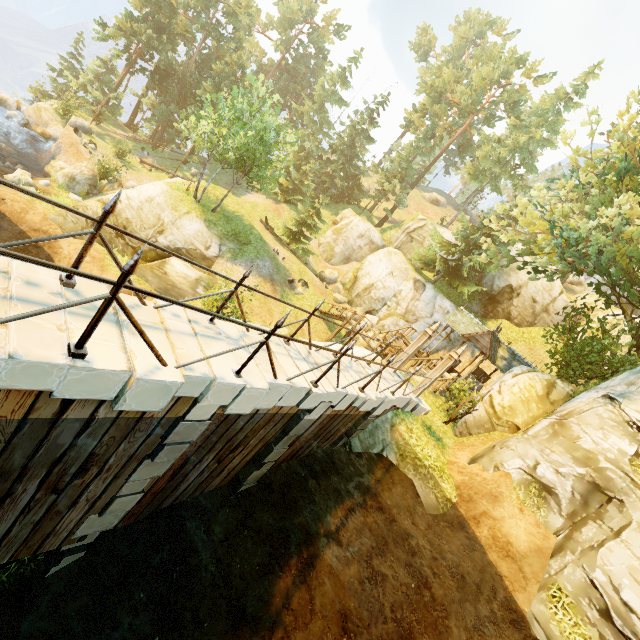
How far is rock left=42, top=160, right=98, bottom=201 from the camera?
22.9 meters

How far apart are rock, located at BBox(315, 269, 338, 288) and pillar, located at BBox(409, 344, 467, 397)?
23.50m

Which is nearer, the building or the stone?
the stone

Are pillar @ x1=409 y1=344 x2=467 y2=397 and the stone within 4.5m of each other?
yes

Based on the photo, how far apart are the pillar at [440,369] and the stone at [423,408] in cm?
58

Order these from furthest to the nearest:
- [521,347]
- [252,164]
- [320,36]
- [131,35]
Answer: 1. [320,36]
2. [131,35]
3. [521,347]
4. [252,164]

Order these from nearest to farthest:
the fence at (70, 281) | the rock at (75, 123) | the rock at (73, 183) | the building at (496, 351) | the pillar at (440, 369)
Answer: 1. the fence at (70, 281)
2. the pillar at (440, 369)
3. the building at (496, 351)
4. the rock at (73, 183)
5. the rock at (75, 123)

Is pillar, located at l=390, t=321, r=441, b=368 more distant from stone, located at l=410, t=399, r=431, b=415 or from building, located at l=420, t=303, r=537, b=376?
building, located at l=420, t=303, r=537, b=376
